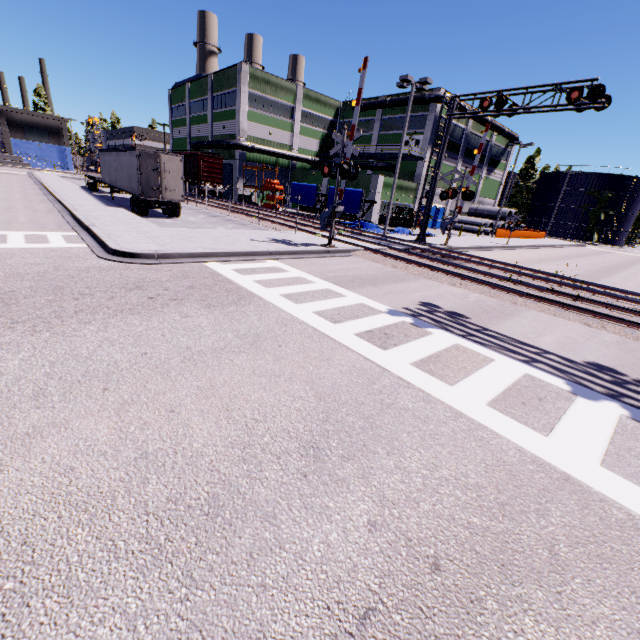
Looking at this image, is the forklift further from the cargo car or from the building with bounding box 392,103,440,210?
the cargo car

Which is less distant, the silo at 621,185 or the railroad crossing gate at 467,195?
the railroad crossing gate at 467,195

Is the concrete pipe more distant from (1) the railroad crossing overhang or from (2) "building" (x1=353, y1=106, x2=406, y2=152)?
(1) the railroad crossing overhang

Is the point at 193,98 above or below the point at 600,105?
above

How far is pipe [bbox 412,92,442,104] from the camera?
35.19m

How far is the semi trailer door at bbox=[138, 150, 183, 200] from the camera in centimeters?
1919cm

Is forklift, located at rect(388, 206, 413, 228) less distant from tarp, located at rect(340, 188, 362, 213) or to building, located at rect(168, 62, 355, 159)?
building, located at rect(168, 62, 355, 159)

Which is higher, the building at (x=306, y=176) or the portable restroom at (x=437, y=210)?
the building at (x=306, y=176)
